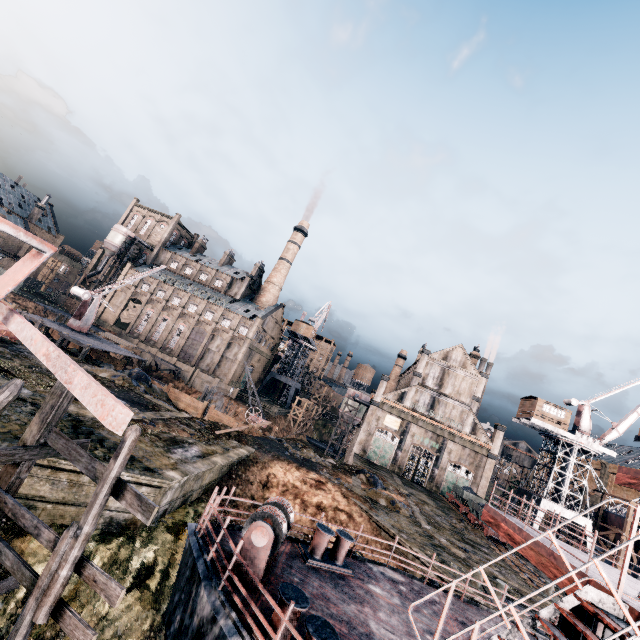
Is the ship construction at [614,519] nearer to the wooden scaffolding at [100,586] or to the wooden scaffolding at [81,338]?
the wooden scaffolding at [81,338]

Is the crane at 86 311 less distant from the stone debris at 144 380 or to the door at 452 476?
the stone debris at 144 380

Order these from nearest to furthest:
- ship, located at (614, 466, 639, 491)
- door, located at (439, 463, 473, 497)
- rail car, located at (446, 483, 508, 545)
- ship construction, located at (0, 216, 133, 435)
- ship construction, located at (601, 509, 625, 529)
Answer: ship construction, located at (0, 216, 133, 435) < ship, located at (614, 466, 639, 491) < rail car, located at (446, 483, 508, 545) < ship construction, located at (601, 509, 625, 529) < door, located at (439, 463, 473, 497)

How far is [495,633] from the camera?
11.0m

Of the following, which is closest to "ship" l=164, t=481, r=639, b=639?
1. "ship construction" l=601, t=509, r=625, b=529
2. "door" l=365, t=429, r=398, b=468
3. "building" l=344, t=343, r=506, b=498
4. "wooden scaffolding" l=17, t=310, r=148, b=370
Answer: "wooden scaffolding" l=17, t=310, r=148, b=370

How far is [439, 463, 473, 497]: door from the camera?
49.0 meters

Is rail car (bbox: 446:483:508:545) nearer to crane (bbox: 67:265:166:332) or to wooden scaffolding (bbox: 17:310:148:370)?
wooden scaffolding (bbox: 17:310:148:370)

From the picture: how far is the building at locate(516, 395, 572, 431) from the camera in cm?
4284
